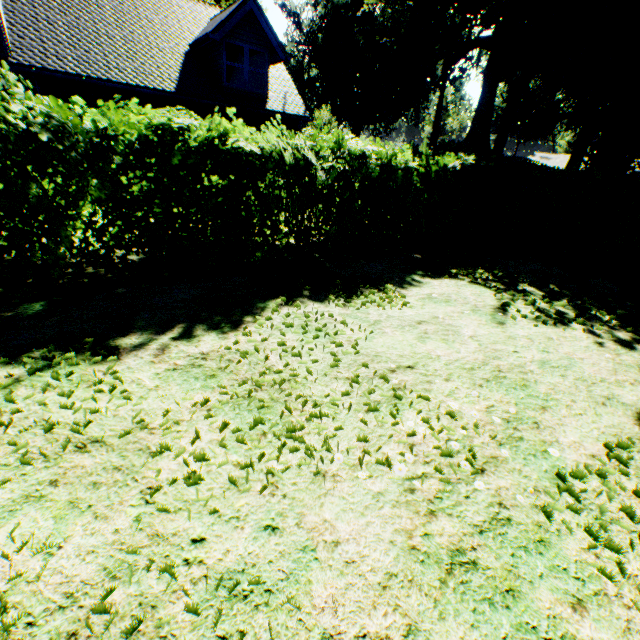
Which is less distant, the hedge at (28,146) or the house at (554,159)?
the hedge at (28,146)

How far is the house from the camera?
48.34m

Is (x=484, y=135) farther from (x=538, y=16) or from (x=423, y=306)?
(x=423, y=306)

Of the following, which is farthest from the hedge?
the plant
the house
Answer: the house

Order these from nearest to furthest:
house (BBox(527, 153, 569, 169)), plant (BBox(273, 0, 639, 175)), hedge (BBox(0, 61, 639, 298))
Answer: hedge (BBox(0, 61, 639, 298))
plant (BBox(273, 0, 639, 175))
house (BBox(527, 153, 569, 169))

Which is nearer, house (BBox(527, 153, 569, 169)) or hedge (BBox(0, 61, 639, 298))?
hedge (BBox(0, 61, 639, 298))

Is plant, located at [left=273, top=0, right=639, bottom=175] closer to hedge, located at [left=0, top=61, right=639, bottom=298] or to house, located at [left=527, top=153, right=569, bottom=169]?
house, located at [left=527, top=153, right=569, bottom=169]

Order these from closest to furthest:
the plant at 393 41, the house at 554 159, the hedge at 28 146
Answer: the hedge at 28 146
the plant at 393 41
the house at 554 159
